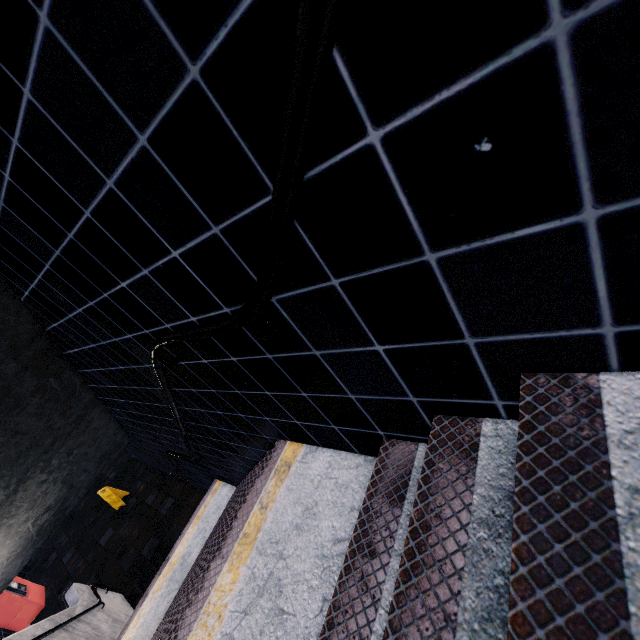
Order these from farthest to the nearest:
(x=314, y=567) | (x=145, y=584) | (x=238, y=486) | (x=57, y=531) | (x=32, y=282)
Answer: (x=57, y=531), (x=145, y=584), (x=238, y=486), (x=32, y=282), (x=314, y=567)
